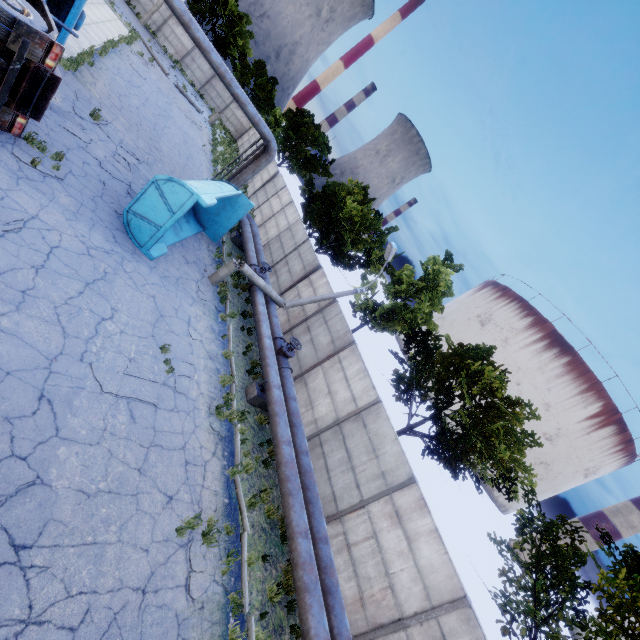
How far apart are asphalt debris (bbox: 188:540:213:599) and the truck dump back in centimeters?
787cm

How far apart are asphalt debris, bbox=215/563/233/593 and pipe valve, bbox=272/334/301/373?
5.4 meters

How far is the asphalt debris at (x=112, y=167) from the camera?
11.59m

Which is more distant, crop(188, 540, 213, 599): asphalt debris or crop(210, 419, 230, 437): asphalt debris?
crop(210, 419, 230, 437): asphalt debris

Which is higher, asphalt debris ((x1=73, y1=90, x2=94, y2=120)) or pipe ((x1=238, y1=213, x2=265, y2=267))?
pipe ((x1=238, y1=213, x2=265, y2=267))

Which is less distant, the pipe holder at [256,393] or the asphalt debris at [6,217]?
the asphalt debris at [6,217]

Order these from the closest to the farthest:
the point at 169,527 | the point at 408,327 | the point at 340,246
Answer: the point at 169,527 → the point at 408,327 → the point at 340,246

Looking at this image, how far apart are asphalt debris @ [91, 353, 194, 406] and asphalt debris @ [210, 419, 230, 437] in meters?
0.9
